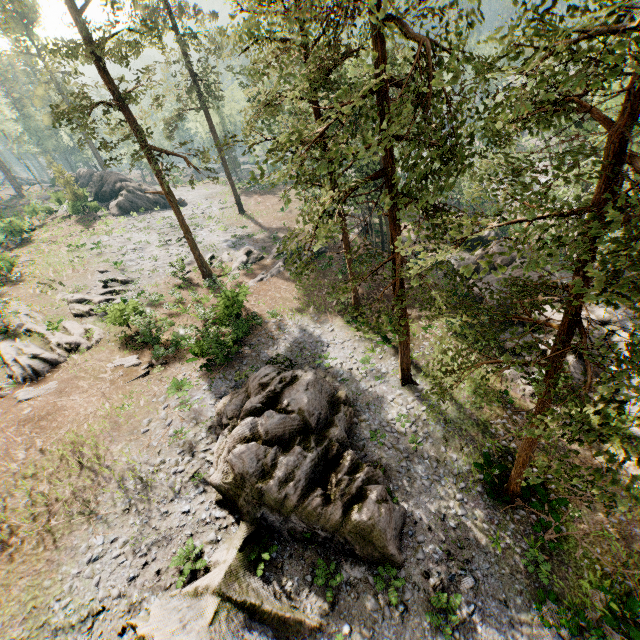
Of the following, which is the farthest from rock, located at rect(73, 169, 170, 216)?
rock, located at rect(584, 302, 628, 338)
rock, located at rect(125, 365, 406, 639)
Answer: rock, located at rect(584, 302, 628, 338)

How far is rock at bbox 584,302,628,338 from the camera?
20.94m

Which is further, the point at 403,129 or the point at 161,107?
the point at 161,107

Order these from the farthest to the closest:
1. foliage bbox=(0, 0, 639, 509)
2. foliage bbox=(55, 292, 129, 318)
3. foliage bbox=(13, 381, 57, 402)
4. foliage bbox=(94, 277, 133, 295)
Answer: foliage bbox=(94, 277, 133, 295) < foliage bbox=(55, 292, 129, 318) < foliage bbox=(13, 381, 57, 402) < foliage bbox=(0, 0, 639, 509)

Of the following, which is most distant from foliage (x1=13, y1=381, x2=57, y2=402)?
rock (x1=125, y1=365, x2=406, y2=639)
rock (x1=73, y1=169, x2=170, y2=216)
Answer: rock (x1=125, y1=365, x2=406, y2=639)

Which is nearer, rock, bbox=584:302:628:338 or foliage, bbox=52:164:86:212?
rock, bbox=584:302:628:338

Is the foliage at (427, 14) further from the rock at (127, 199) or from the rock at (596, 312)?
the rock at (596, 312)

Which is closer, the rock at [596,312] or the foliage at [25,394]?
the foliage at [25,394]
